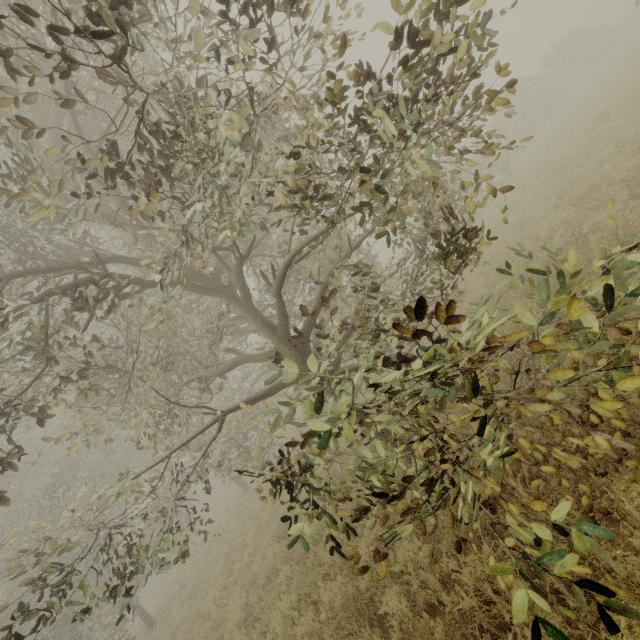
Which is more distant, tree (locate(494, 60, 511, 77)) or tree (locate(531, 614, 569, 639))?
tree (locate(494, 60, 511, 77))

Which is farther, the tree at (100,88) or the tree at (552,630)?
the tree at (100,88)

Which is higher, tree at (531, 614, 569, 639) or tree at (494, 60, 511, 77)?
tree at (494, 60, 511, 77)

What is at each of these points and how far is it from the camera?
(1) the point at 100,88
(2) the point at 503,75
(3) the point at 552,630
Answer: (1) tree, 5.1 meters
(2) tree, 2.3 meters
(3) tree, 1.6 meters

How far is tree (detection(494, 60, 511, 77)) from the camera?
2.20m
